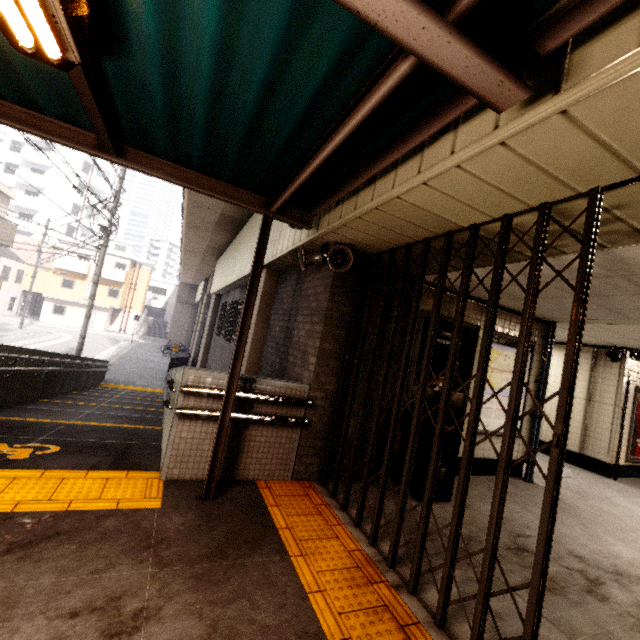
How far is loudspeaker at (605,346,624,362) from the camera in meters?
7.2 m

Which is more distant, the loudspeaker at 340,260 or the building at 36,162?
the building at 36,162

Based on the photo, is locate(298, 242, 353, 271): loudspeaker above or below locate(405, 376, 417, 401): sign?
above

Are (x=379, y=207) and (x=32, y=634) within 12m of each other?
yes

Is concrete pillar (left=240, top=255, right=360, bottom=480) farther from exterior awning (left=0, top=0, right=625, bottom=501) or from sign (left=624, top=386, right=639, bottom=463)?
sign (left=624, top=386, right=639, bottom=463)

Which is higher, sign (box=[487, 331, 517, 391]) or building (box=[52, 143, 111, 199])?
building (box=[52, 143, 111, 199])

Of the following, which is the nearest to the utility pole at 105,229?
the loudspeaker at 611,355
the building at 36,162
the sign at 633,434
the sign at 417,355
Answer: the sign at 417,355

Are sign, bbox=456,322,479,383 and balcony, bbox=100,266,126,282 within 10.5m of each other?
no
